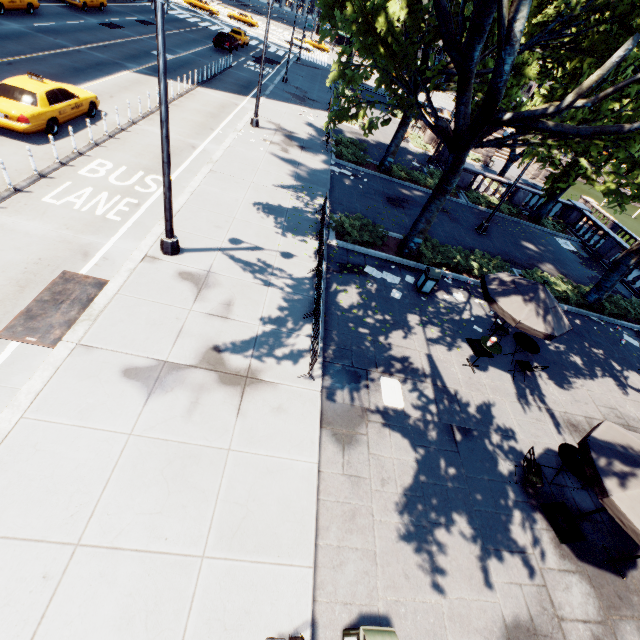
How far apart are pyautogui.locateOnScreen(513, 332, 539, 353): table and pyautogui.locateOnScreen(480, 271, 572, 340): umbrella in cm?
120

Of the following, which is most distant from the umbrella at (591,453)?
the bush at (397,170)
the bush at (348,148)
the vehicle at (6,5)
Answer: the vehicle at (6,5)

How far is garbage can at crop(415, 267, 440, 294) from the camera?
12.2 meters

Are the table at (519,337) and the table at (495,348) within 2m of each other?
yes

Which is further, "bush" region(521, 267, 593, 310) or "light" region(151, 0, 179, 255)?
"bush" region(521, 267, 593, 310)

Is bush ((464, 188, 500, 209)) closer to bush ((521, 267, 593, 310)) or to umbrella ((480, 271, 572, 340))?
bush ((521, 267, 593, 310))

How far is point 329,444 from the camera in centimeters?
736cm

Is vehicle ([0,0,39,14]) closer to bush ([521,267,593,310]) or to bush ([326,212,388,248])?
bush ([326,212,388,248])
